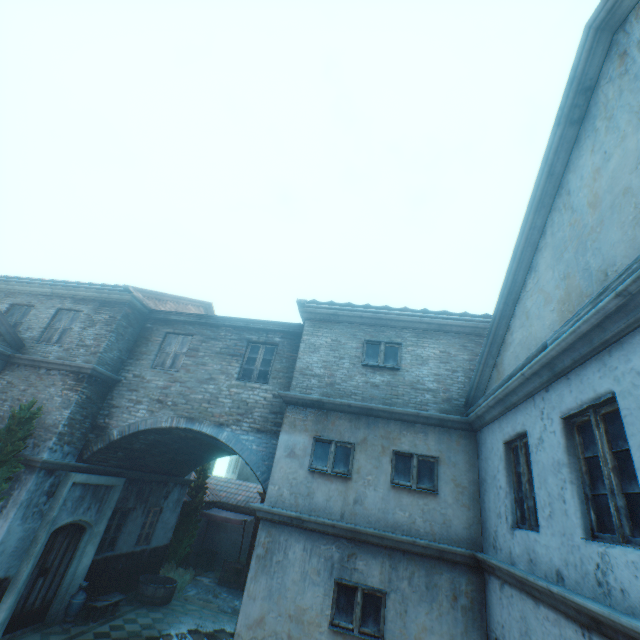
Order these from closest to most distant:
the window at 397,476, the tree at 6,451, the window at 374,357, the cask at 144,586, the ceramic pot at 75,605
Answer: the window at 397,476
the tree at 6,451
the window at 374,357
the ceramic pot at 75,605
the cask at 144,586

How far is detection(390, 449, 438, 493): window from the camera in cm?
686

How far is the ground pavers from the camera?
12.46m

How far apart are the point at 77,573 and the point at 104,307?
7.9m

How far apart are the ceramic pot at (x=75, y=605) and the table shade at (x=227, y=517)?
6.89m

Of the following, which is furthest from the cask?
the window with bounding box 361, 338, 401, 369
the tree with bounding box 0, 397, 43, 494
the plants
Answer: the window with bounding box 361, 338, 401, 369

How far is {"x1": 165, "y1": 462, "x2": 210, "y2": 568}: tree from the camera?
14.5 meters

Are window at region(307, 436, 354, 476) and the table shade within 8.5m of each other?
no
